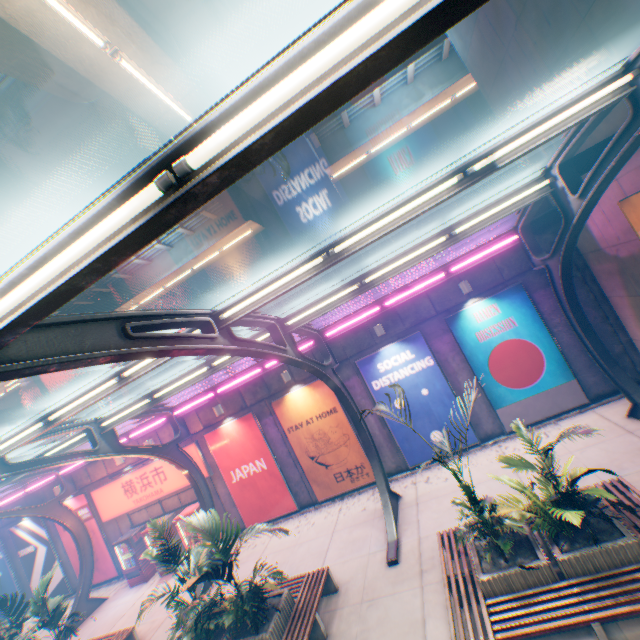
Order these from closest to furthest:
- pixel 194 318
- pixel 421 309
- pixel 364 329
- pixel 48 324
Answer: pixel 48 324 < pixel 194 318 < pixel 421 309 < pixel 364 329

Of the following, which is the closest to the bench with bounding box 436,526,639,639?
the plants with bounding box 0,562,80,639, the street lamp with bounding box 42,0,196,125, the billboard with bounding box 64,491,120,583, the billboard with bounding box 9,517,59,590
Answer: the plants with bounding box 0,562,80,639

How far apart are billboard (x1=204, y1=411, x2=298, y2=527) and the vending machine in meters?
4.9 m

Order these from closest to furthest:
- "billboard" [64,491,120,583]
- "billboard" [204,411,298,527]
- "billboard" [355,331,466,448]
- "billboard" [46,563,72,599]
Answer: "billboard" [355,331,466,448] → "billboard" [204,411,298,527] → "billboard" [64,491,120,583] → "billboard" [46,563,72,599]

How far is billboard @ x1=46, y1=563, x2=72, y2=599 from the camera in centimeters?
1650cm

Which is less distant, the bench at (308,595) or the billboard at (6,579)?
the bench at (308,595)

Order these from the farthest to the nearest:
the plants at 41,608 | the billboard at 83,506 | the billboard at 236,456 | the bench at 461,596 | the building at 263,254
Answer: the building at 263,254 < the billboard at 83,506 < the billboard at 236,456 < the plants at 41,608 < the bench at 461,596

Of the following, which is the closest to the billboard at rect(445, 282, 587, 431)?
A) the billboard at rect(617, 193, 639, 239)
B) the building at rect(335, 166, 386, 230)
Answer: the billboard at rect(617, 193, 639, 239)
